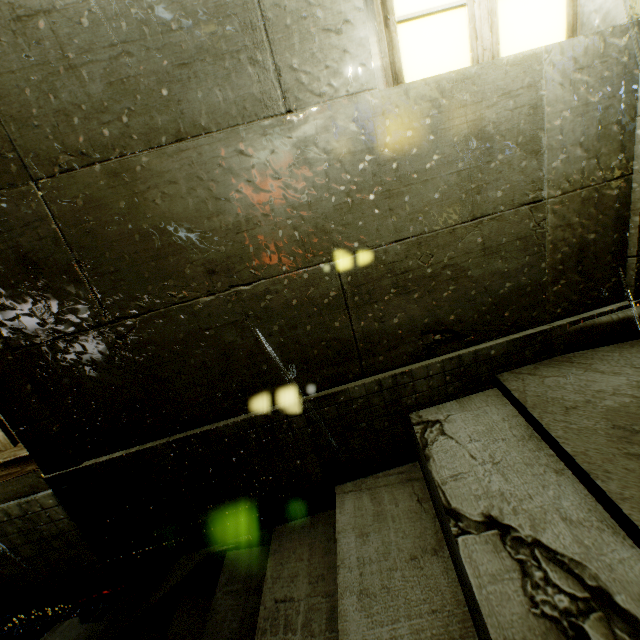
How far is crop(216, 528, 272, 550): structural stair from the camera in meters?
2.5 m

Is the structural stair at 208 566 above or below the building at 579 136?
below

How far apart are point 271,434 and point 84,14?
2.0m

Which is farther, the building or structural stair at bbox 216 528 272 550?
structural stair at bbox 216 528 272 550

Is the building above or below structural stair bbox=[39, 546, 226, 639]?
above

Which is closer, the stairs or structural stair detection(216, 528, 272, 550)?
the stairs

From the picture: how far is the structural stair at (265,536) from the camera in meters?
2.5 m

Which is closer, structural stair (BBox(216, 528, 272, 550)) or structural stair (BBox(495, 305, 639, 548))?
structural stair (BBox(495, 305, 639, 548))
